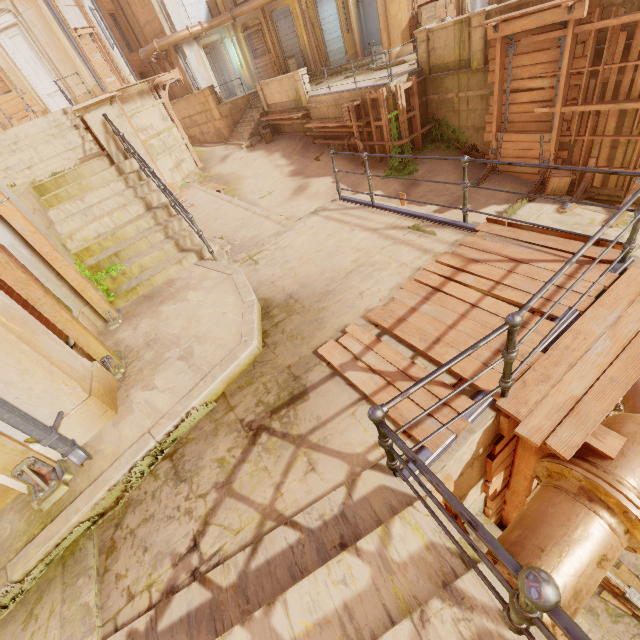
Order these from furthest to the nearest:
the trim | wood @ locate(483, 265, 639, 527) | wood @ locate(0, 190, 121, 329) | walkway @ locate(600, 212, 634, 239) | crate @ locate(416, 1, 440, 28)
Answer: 1. the trim
2. crate @ locate(416, 1, 440, 28)
3. walkway @ locate(600, 212, 634, 239)
4. wood @ locate(0, 190, 121, 329)
5. wood @ locate(483, 265, 639, 527)

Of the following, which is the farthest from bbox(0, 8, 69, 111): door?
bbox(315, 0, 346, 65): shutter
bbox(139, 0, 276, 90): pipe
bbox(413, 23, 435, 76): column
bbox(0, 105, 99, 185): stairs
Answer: bbox(413, 23, 435, 76): column

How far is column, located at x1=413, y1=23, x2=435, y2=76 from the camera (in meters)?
11.91

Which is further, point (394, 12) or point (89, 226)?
point (394, 12)

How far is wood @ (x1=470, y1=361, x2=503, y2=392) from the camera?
2.9m

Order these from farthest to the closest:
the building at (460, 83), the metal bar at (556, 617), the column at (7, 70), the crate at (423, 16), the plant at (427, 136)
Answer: the column at (7, 70) < the crate at (423, 16) < the plant at (427, 136) < the building at (460, 83) < the metal bar at (556, 617)

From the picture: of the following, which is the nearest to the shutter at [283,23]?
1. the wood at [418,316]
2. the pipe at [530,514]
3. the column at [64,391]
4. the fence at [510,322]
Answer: the pipe at [530,514]

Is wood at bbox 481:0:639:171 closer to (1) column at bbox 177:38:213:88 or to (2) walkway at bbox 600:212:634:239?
(2) walkway at bbox 600:212:634:239
